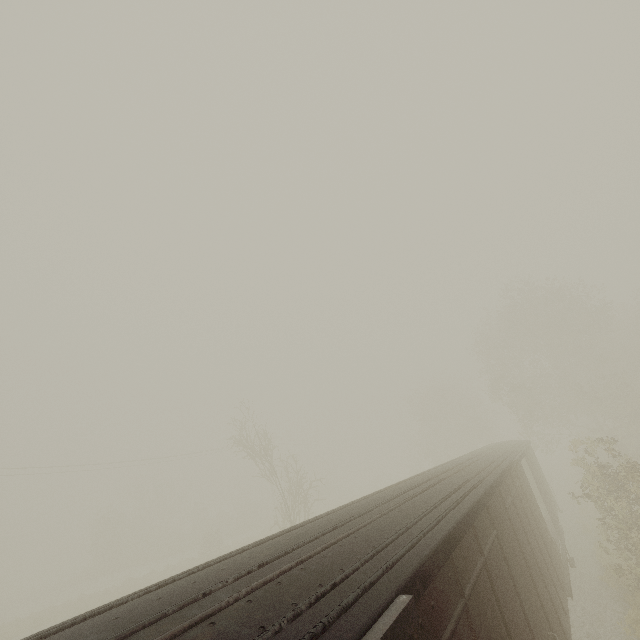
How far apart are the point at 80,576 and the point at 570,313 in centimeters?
6162cm
